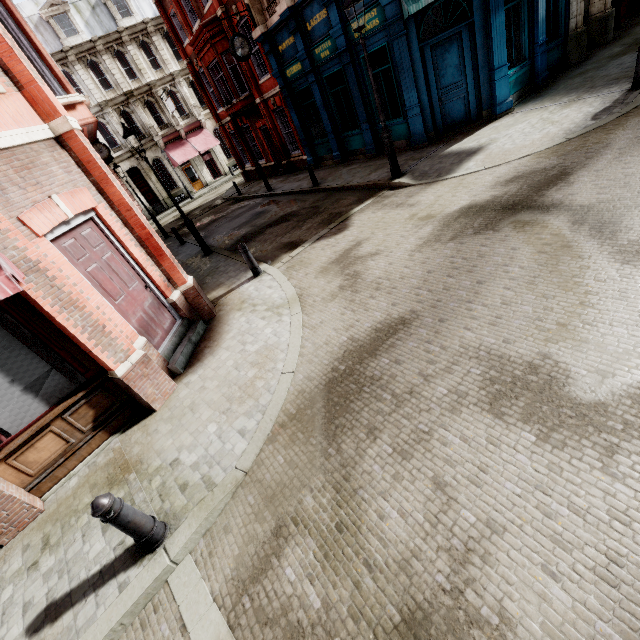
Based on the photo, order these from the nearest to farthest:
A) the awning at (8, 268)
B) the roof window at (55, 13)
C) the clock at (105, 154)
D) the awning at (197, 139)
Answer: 1. the awning at (8, 268)
2. the clock at (105, 154)
3. the roof window at (55, 13)
4. the awning at (197, 139)

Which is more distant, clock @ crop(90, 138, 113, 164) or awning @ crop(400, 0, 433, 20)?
clock @ crop(90, 138, 113, 164)

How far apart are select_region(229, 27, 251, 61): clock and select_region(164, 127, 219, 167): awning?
19.73m

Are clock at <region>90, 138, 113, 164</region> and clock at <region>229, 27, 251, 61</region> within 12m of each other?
yes

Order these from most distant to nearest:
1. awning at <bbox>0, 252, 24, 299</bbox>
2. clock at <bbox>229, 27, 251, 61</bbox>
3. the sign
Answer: clock at <bbox>229, 27, 251, 61</bbox>, the sign, awning at <bbox>0, 252, 24, 299</bbox>

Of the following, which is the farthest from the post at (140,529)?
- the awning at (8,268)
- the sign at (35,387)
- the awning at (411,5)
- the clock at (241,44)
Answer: the clock at (241,44)

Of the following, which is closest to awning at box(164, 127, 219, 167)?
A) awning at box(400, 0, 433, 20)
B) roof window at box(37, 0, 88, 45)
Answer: roof window at box(37, 0, 88, 45)

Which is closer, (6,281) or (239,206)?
(6,281)
